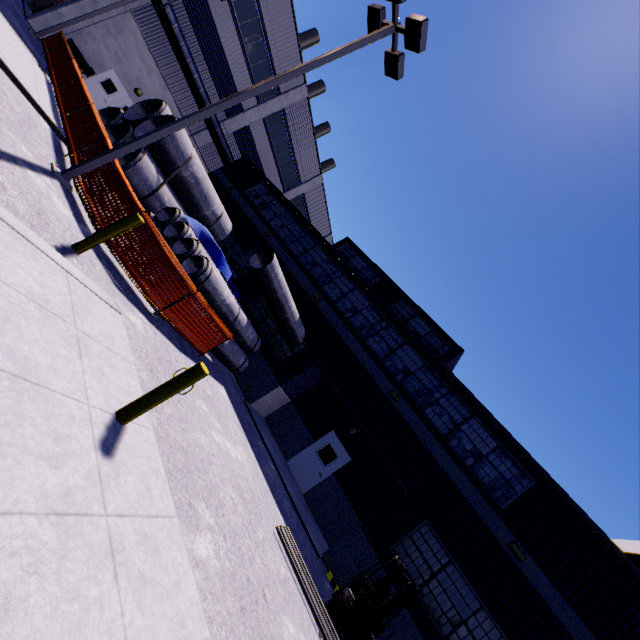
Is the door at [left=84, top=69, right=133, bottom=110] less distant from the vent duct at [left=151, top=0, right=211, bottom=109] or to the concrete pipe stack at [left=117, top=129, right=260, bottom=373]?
the vent duct at [left=151, top=0, right=211, bottom=109]

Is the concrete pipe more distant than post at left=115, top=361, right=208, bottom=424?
Yes

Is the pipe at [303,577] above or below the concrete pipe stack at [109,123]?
below

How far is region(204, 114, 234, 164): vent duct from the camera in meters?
22.9

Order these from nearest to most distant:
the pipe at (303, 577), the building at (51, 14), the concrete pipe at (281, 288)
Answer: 1. the pipe at (303, 577)
2. the concrete pipe at (281, 288)
3. the building at (51, 14)

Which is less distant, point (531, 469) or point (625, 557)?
point (625, 557)

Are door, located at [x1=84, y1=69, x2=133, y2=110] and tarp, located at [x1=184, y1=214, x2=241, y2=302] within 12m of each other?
no

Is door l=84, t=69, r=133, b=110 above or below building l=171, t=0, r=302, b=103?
below
